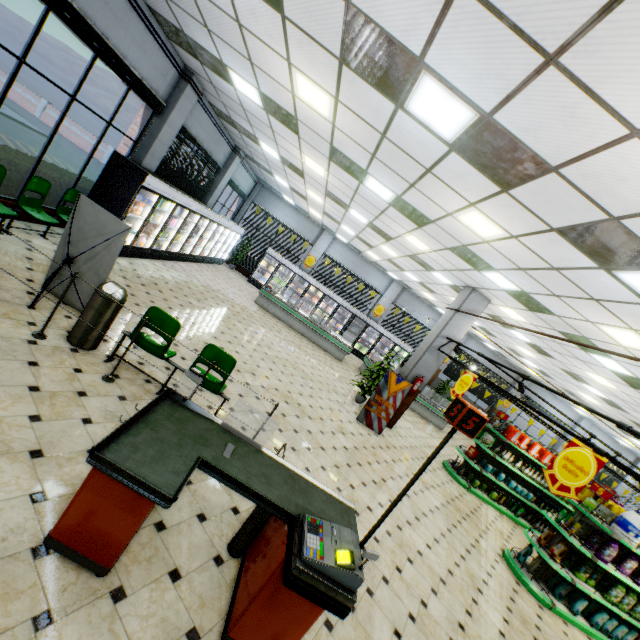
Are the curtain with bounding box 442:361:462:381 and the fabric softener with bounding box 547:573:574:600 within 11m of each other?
no

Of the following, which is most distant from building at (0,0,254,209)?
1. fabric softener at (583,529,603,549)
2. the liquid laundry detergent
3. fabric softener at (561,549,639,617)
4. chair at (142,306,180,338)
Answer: the liquid laundry detergent

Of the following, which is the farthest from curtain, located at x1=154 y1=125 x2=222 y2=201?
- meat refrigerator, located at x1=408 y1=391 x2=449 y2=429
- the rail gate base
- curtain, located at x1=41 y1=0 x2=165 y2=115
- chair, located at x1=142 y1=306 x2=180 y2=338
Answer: meat refrigerator, located at x1=408 y1=391 x2=449 y2=429

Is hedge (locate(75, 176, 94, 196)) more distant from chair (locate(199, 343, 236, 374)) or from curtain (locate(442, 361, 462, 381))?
curtain (locate(442, 361, 462, 381))

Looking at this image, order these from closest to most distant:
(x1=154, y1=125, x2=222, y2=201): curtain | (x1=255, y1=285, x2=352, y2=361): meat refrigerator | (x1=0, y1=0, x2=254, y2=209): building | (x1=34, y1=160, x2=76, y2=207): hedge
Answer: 1. (x1=0, y1=0, x2=254, y2=209): building
2. (x1=34, y1=160, x2=76, y2=207): hedge
3. (x1=154, y1=125, x2=222, y2=201): curtain
4. (x1=255, y1=285, x2=352, y2=361): meat refrigerator

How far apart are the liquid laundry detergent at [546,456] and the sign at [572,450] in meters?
5.7 m

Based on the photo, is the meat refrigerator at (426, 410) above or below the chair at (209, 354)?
below

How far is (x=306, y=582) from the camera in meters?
2.1 m
